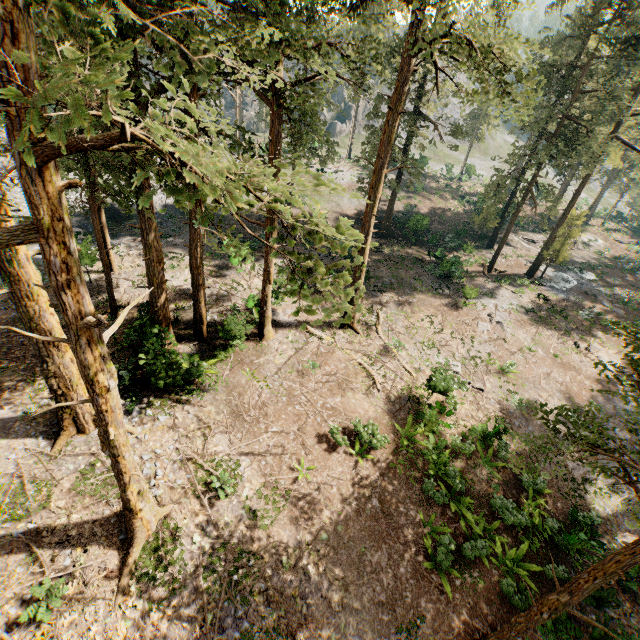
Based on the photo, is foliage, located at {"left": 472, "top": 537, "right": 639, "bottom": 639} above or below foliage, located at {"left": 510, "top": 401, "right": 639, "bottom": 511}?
below

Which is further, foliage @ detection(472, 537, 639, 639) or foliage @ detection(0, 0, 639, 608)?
foliage @ detection(472, 537, 639, 639)

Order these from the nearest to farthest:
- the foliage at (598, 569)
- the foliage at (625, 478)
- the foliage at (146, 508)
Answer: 1. the foliage at (146, 508)
2. the foliage at (625, 478)
3. the foliage at (598, 569)

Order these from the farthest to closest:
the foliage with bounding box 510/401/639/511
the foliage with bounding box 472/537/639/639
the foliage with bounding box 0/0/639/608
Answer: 1. the foliage with bounding box 472/537/639/639
2. the foliage with bounding box 510/401/639/511
3. the foliage with bounding box 0/0/639/608

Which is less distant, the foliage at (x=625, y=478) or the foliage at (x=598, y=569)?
the foliage at (x=625, y=478)

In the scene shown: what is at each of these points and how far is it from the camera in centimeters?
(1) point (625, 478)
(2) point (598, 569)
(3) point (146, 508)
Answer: (1) foliage, 662cm
(2) foliage, 774cm
(3) foliage, 1066cm
